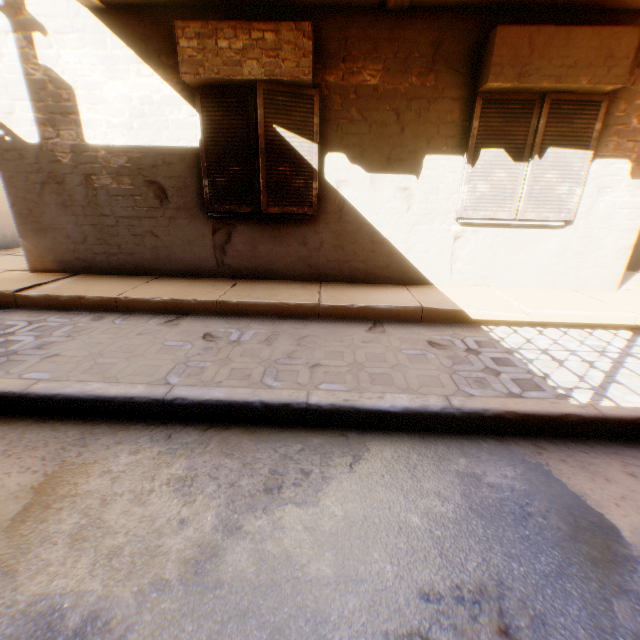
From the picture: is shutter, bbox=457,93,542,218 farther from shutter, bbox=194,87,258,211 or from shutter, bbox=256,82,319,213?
shutter, bbox=194,87,258,211

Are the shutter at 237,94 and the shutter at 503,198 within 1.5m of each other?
no

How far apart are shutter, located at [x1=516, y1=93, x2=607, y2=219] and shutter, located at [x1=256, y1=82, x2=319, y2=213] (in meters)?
2.06

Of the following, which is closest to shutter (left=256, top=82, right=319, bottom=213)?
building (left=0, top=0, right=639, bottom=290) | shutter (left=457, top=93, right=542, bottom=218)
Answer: building (left=0, top=0, right=639, bottom=290)

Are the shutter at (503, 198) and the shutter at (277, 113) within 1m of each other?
no

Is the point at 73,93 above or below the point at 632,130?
above
